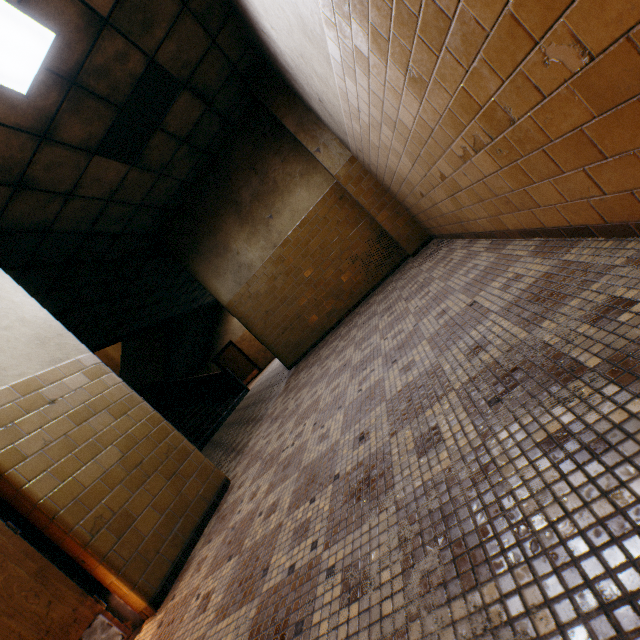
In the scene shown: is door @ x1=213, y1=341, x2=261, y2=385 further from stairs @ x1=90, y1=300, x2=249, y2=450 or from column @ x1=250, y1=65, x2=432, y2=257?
column @ x1=250, y1=65, x2=432, y2=257

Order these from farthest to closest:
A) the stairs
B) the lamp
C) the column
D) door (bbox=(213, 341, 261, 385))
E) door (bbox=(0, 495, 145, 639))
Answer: door (bbox=(213, 341, 261, 385))
the stairs
the column
the lamp
door (bbox=(0, 495, 145, 639))

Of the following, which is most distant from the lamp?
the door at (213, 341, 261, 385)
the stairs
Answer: the door at (213, 341, 261, 385)

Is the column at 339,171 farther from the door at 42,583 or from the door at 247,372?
the door at 247,372

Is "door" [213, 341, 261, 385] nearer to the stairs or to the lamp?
the stairs

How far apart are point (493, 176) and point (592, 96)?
1.0 meters

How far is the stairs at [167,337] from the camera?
10.3m

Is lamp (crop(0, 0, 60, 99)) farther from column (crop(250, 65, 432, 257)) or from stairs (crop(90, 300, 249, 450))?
stairs (crop(90, 300, 249, 450))
